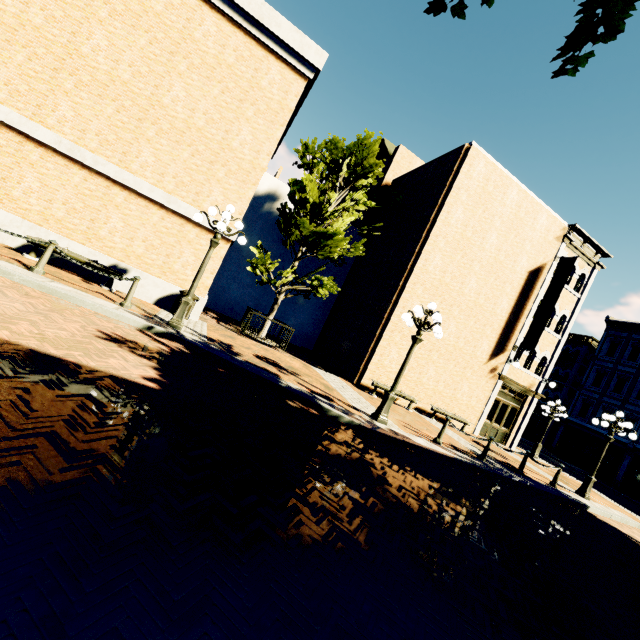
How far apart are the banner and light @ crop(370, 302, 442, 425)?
9.2 meters

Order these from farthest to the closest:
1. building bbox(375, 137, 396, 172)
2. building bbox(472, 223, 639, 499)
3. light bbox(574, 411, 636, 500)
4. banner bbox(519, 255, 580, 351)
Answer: building bbox(375, 137, 396, 172) < building bbox(472, 223, 639, 499) < banner bbox(519, 255, 580, 351) < light bbox(574, 411, 636, 500)

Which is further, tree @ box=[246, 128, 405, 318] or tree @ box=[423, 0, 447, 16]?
tree @ box=[246, 128, 405, 318]

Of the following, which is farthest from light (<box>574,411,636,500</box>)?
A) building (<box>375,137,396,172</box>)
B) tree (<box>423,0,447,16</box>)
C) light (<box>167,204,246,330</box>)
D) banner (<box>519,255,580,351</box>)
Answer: building (<box>375,137,396,172</box>)

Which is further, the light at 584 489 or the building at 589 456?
the building at 589 456

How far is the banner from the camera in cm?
1562

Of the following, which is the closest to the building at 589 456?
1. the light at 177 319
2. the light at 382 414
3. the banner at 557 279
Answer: the banner at 557 279

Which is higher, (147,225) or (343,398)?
(147,225)
